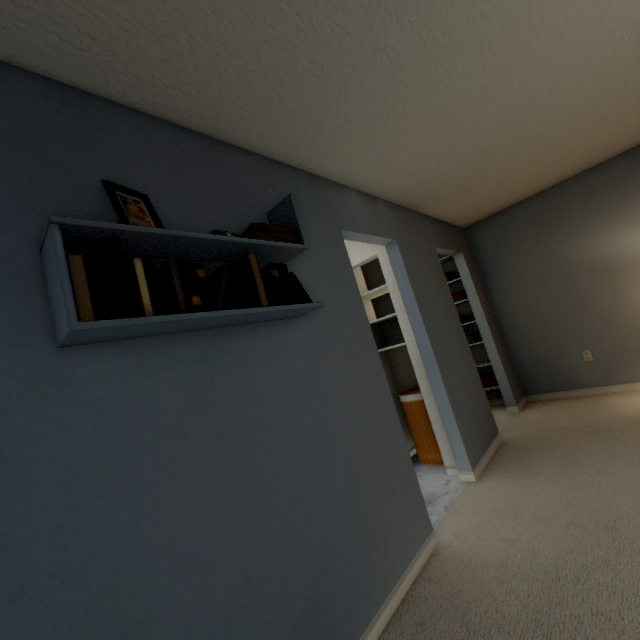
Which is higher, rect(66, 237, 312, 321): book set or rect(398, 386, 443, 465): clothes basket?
rect(66, 237, 312, 321): book set

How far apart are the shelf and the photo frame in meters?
0.1

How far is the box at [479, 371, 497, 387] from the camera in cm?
424

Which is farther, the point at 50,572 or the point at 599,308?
the point at 599,308

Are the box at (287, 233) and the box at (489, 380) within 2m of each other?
no

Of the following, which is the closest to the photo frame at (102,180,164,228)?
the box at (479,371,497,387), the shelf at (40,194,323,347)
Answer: the shelf at (40,194,323,347)

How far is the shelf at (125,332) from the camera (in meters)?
0.85

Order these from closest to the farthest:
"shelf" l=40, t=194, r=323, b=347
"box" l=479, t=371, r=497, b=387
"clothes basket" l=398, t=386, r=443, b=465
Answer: "shelf" l=40, t=194, r=323, b=347, "clothes basket" l=398, t=386, r=443, b=465, "box" l=479, t=371, r=497, b=387
